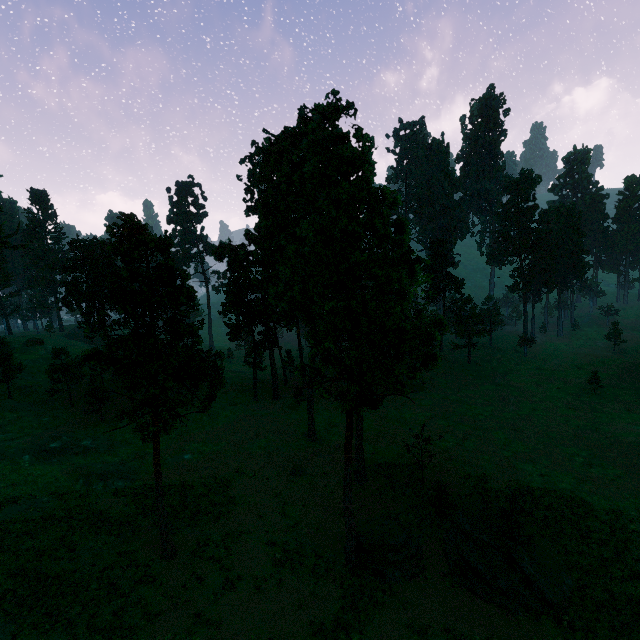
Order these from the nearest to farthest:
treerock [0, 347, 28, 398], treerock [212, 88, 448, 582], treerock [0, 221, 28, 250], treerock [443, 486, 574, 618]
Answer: treerock [212, 88, 448, 582] < treerock [443, 486, 574, 618] < treerock [0, 347, 28, 398] < treerock [0, 221, 28, 250]

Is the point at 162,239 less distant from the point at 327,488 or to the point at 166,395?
the point at 166,395

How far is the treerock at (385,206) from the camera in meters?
18.6 m

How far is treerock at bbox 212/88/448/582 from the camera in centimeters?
1856cm

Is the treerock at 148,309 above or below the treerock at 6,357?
above

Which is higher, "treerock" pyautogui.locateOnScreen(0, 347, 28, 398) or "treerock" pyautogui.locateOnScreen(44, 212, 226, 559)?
"treerock" pyautogui.locateOnScreen(44, 212, 226, 559)

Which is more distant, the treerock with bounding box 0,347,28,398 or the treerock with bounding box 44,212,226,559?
the treerock with bounding box 0,347,28,398
